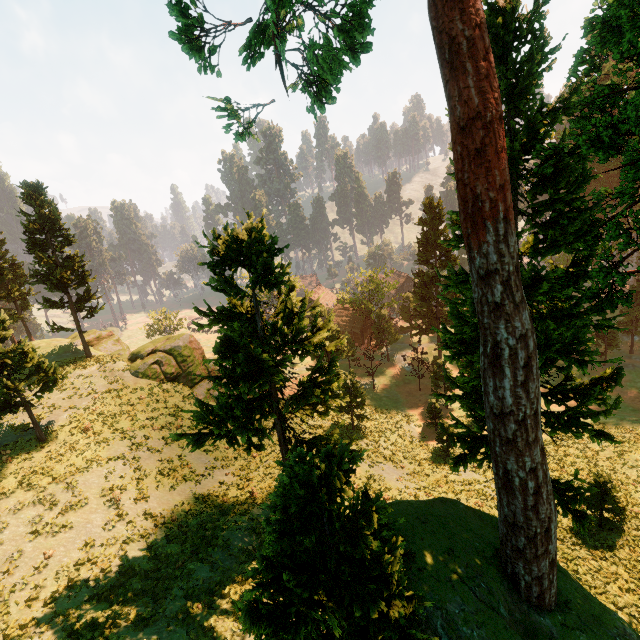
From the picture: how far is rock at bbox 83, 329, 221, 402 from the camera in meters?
28.9

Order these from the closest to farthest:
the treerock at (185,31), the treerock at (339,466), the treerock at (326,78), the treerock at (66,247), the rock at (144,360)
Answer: the treerock at (339,466), the treerock at (326,78), the treerock at (185,31), the treerock at (66,247), the rock at (144,360)

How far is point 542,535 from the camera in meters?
8.7 m

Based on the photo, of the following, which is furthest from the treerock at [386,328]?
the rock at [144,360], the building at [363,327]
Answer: the rock at [144,360]

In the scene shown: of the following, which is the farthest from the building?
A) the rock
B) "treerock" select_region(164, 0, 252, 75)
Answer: the rock

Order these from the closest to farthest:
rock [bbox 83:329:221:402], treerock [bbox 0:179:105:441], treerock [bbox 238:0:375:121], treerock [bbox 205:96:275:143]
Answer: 1. treerock [bbox 238:0:375:121]
2. treerock [bbox 205:96:275:143]
3. treerock [bbox 0:179:105:441]
4. rock [bbox 83:329:221:402]

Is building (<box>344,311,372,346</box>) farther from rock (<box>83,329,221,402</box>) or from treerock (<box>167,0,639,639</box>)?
rock (<box>83,329,221,402</box>)
